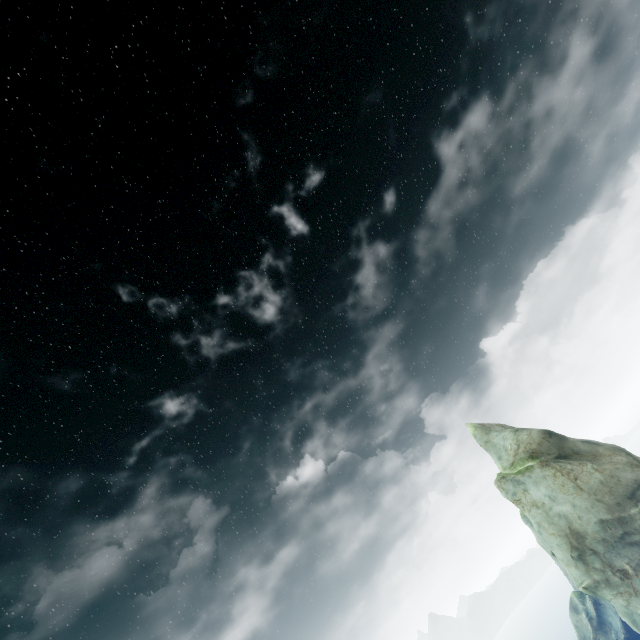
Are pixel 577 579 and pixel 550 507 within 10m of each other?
yes
